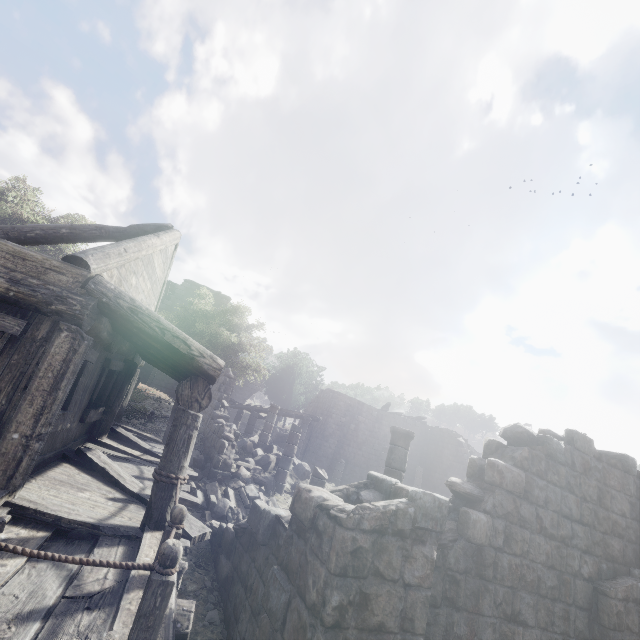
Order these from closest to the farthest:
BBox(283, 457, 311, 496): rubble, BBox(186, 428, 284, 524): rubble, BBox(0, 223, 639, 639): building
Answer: BBox(0, 223, 639, 639): building → BBox(186, 428, 284, 524): rubble → BBox(283, 457, 311, 496): rubble

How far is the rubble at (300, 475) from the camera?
14.38m

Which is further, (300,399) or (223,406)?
(300,399)

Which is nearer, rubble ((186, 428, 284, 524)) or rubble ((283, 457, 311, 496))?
rubble ((186, 428, 284, 524))

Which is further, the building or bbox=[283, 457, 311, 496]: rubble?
bbox=[283, 457, 311, 496]: rubble

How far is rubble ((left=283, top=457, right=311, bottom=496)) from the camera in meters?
14.4 m
